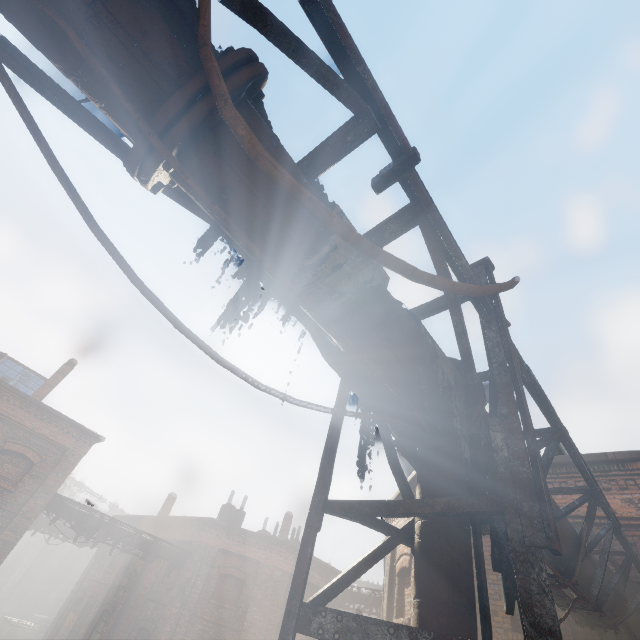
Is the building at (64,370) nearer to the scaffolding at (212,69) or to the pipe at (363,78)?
the pipe at (363,78)

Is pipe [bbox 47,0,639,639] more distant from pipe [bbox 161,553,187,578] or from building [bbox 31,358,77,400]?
building [bbox 31,358,77,400]

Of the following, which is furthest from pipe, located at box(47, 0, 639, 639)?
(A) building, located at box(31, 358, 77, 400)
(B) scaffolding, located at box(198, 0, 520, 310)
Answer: (A) building, located at box(31, 358, 77, 400)

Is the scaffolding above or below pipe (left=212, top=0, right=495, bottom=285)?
below

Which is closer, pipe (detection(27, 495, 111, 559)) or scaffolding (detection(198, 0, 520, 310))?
scaffolding (detection(198, 0, 520, 310))

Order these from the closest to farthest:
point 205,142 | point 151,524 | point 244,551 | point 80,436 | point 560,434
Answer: point 205,142 → point 560,434 → point 80,436 → point 244,551 → point 151,524

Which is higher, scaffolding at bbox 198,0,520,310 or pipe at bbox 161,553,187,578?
pipe at bbox 161,553,187,578

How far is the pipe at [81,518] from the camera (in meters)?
13.89
